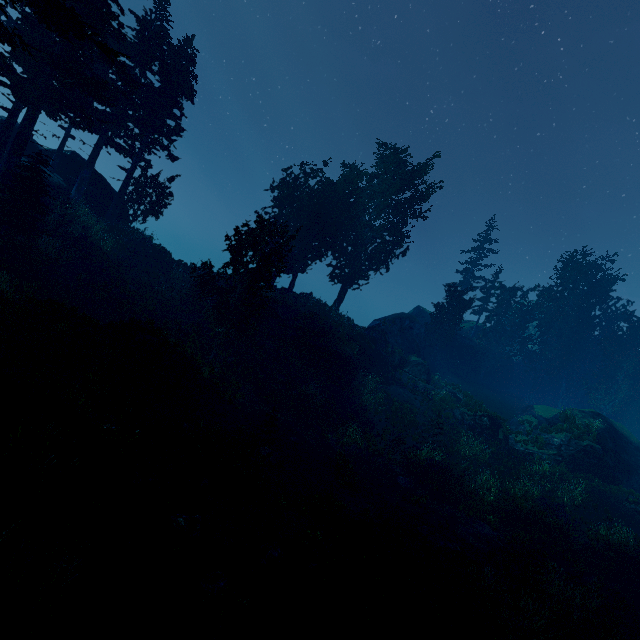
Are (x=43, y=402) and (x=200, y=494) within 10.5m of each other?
yes

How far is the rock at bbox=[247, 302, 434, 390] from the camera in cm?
2594

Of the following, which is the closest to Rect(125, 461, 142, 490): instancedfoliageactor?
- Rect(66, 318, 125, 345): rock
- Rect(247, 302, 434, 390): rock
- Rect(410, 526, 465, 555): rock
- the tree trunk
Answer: Rect(247, 302, 434, 390): rock

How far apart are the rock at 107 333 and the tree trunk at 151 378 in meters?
0.5 m

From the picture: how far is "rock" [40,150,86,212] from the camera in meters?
22.6

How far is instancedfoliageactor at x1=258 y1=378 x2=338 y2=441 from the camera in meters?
20.4 m

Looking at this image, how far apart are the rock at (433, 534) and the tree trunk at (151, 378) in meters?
11.8

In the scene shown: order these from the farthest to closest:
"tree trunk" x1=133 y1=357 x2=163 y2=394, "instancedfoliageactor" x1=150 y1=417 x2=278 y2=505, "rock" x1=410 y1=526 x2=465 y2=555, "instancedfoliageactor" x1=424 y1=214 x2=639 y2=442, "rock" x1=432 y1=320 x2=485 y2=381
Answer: "rock" x1=432 y1=320 x2=485 y2=381 < "instancedfoliageactor" x1=424 y1=214 x2=639 y2=442 < "tree trunk" x1=133 y1=357 x2=163 y2=394 < "rock" x1=410 y1=526 x2=465 y2=555 < "instancedfoliageactor" x1=150 y1=417 x2=278 y2=505
